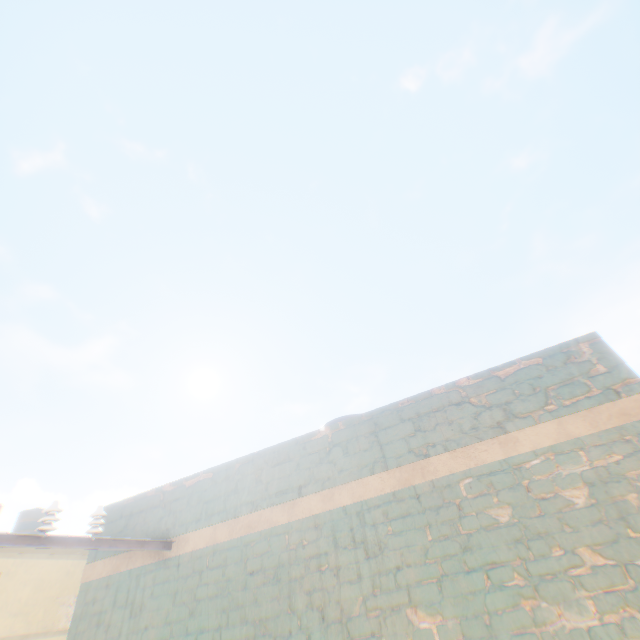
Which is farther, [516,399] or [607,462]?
[516,399]
